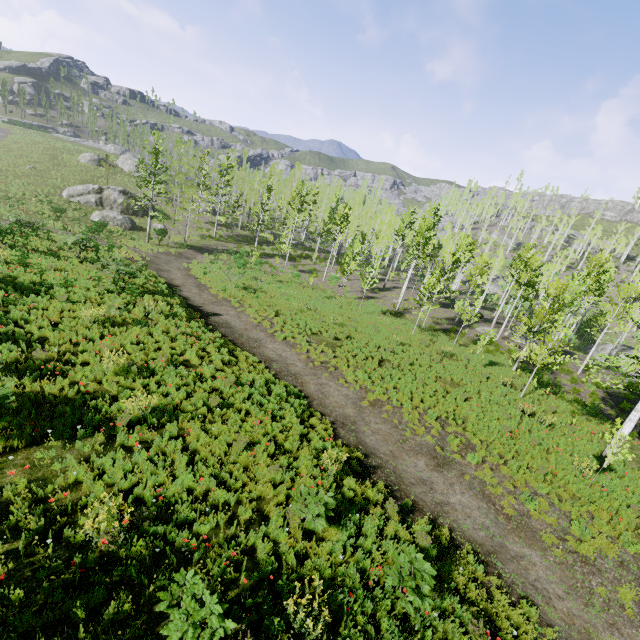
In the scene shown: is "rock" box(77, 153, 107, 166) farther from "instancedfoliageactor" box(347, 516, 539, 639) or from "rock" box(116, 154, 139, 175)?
"instancedfoliageactor" box(347, 516, 539, 639)

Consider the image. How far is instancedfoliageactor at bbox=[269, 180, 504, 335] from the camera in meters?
25.7

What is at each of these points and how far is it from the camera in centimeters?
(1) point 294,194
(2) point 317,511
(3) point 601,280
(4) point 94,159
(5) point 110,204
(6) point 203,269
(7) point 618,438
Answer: (1) instancedfoliageactor, 4638cm
(2) instancedfoliageactor, 646cm
(3) instancedfoliageactor, 2570cm
(4) rock, 5194cm
(5) rock, 3919cm
(6) instancedfoliageactor, 2973cm
(7) instancedfoliageactor, 1068cm

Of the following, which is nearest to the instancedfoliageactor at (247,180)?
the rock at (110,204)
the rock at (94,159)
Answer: the rock at (110,204)

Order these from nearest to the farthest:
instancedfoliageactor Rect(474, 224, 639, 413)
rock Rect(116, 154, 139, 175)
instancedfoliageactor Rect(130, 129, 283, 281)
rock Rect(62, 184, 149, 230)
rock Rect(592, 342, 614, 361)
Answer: instancedfoliageactor Rect(474, 224, 639, 413) → instancedfoliageactor Rect(130, 129, 283, 281) → rock Rect(62, 184, 149, 230) → rock Rect(592, 342, 614, 361) → rock Rect(116, 154, 139, 175)

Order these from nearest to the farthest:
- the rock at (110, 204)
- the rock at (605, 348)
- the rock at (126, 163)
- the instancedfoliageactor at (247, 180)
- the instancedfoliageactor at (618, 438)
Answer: the instancedfoliageactor at (618, 438), the instancedfoliageactor at (247, 180), the rock at (110, 204), the rock at (605, 348), the rock at (126, 163)

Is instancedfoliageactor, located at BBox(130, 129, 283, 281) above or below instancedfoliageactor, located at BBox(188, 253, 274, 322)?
above

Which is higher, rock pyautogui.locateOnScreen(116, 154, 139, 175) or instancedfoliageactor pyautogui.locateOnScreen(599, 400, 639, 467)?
rock pyautogui.locateOnScreen(116, 154, 139, 175)
